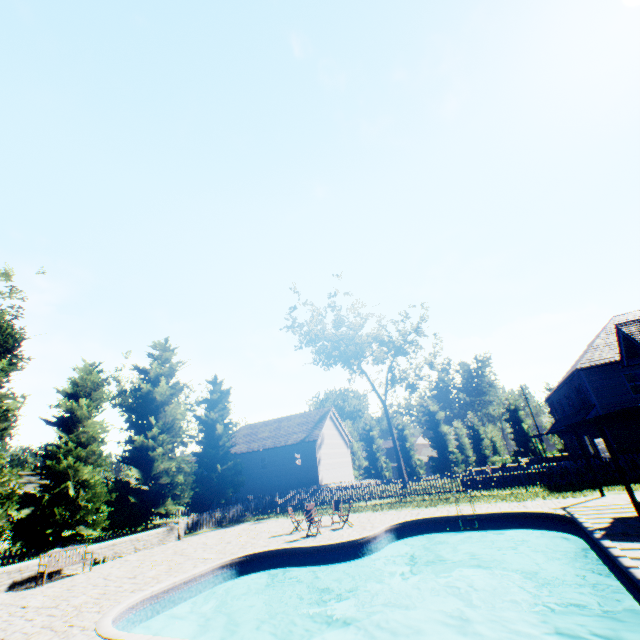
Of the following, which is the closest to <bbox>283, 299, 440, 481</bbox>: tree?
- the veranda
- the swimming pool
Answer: the swimming pool

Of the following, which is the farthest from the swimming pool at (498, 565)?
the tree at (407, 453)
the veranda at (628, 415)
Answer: the tree at (407, 453)

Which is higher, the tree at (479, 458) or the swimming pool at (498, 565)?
the tree at (479, 458)

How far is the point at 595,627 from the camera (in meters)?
9.52

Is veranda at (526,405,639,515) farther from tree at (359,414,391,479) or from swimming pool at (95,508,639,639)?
tree at (359,414,391,479)

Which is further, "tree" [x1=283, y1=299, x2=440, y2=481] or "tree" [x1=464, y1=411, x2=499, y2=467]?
"tree" [x1=464, y1=411, x2=499, y2=467]
